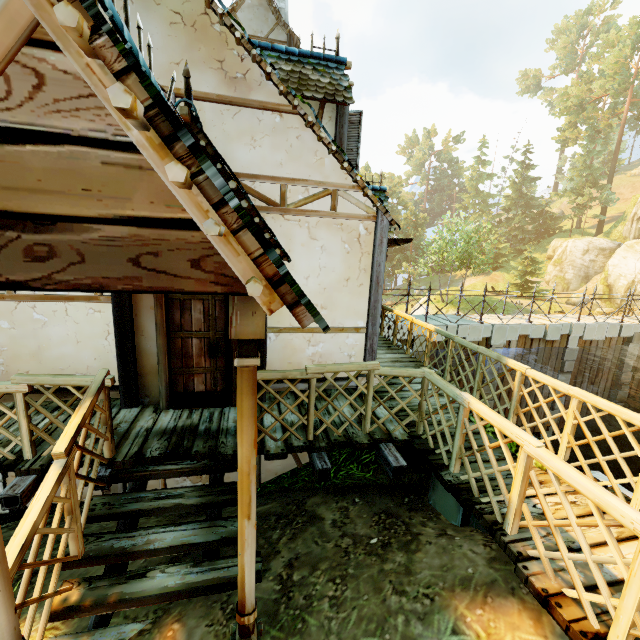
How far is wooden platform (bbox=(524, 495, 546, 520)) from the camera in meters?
3.2 m

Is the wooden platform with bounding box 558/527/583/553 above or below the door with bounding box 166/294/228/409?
below

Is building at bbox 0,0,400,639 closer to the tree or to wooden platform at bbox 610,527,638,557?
wooden platform at bbox 610,527,638,557

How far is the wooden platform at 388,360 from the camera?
7.4m

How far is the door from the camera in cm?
469

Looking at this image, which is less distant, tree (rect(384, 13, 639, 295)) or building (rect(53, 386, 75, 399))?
building (rect(53, 386, 75, 399))

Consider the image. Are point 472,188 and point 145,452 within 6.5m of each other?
no

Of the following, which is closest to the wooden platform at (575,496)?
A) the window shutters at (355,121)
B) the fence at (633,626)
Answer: the fence at (633,626)
